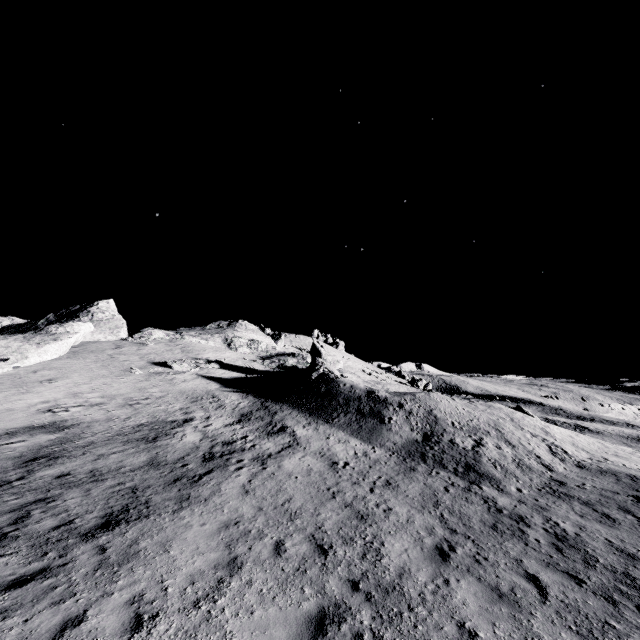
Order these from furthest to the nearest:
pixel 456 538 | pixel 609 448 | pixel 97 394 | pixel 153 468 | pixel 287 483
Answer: pixel 97 394 → pixel 609 448 → pixel 153 468 → pixel 287 483 → pixel 456 538
